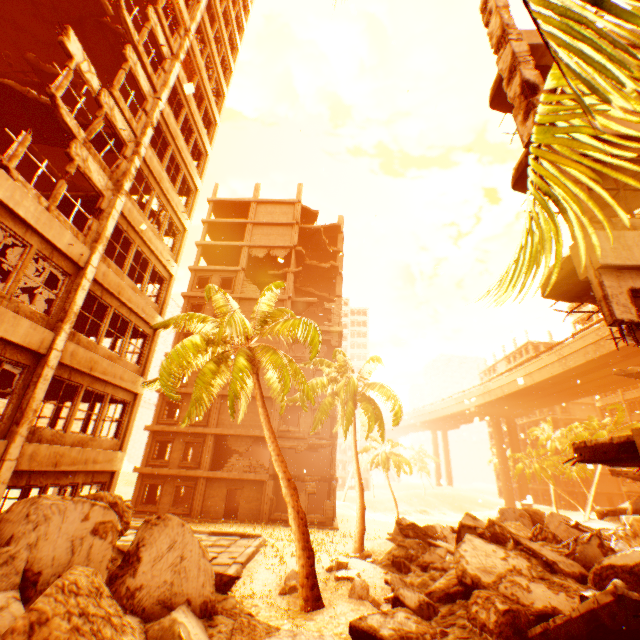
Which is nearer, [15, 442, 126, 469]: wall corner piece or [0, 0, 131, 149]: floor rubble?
[15, 442, 126, 469]: wall corner piece

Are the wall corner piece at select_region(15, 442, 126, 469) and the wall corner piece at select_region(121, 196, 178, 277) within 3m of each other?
no

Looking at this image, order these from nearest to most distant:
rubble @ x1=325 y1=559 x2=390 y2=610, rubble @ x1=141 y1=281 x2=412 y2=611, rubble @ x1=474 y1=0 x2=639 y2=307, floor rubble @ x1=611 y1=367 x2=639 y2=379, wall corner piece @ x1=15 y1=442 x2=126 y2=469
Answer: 1. rubble @ x1=474 y1=0 x2=639 y2=307
2. rubble @ x1=325 y1=559 x2=390 y2=610
3. wall corner piece @ x1=15 y1=442 x2=126 y2=469
4. rubble @ x1=141 y1=281 x2=412 y2=611
5. floor rubble @ x1=611 y1=367 x2=639 y2=379

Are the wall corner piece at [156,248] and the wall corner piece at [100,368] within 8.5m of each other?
yes

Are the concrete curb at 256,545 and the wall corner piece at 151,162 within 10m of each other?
no

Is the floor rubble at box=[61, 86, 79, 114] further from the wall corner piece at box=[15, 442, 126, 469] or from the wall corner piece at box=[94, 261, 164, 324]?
the wall corner piece at box=[15, 442, 126, 469]

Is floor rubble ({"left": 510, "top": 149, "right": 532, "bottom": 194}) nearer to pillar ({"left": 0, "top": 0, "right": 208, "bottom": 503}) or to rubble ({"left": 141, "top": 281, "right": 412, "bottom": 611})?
rubble ({"left": 141, "top": 281, "right": 412, "bottom": 611})

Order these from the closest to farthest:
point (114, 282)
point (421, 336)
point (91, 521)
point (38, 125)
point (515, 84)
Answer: point (91, 521), point (515, 84), point (114, 282), point (38, 125), point (421, 336)
